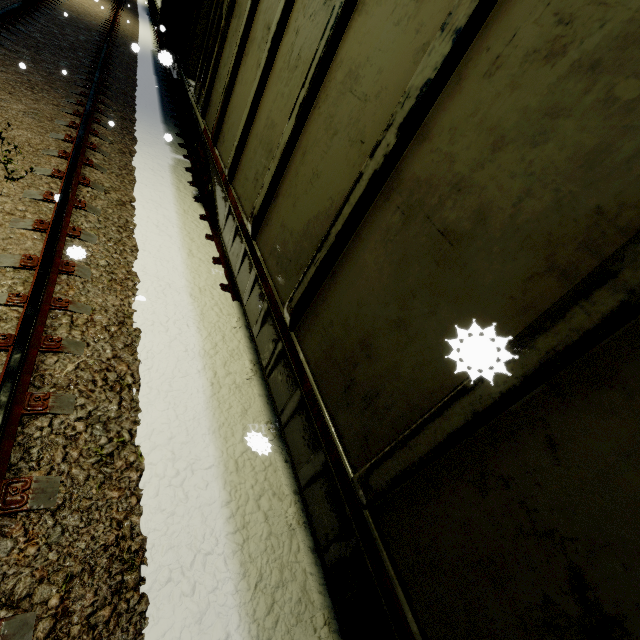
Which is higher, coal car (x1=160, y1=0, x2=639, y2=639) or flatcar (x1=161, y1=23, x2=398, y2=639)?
coal car (x1=160, y1=0, x2=639, y2=639)

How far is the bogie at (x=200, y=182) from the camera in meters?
5.2 m

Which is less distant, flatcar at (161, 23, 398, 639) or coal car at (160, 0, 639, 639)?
coal car at (160, 0, 639, 639)

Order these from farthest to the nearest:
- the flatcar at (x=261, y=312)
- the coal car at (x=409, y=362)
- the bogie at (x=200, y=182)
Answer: the bogie at (x=200, y=182)
the flatcar at (x=261, y=312)
the coal car at (x=409, y=362)

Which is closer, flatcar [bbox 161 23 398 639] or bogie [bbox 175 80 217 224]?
flatcar [bbox 161 23 398 639]

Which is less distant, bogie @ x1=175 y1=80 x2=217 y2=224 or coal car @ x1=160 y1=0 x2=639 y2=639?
coal car @ x1=160 y1=0 x2=639 y2=639

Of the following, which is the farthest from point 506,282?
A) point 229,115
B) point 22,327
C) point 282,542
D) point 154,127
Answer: point 154,127

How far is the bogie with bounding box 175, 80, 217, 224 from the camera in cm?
525
